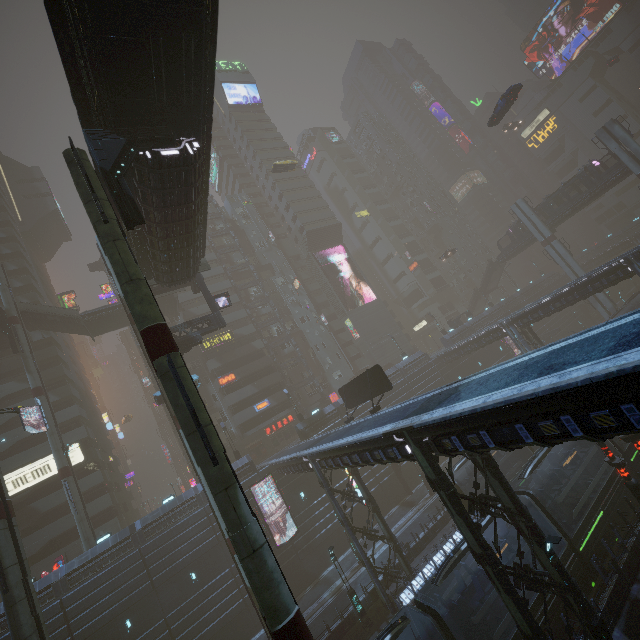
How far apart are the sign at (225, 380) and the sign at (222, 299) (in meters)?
20.16

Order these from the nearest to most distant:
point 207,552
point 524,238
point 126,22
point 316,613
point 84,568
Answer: point 126,22
point 316,613
point 84,568
point 207,552
point 524,238

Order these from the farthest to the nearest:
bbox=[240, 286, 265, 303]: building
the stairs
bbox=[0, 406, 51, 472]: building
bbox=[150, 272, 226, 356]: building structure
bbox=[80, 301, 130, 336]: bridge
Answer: bbox=[240, 286, 265, 303]: building → bbox=[80, 301, 130, 336]: bridge → the stairs → bbox=[0, 406, 51, 472]: building → bbox=[150, 272, 226, 356]: building structure

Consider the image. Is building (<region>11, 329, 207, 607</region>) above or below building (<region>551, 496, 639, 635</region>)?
above

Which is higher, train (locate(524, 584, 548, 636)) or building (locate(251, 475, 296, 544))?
building (locate(251, 475, 296, 544))

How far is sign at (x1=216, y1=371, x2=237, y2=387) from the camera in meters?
47.1 m

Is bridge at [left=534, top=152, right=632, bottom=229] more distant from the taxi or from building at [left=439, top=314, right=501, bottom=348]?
the taxi

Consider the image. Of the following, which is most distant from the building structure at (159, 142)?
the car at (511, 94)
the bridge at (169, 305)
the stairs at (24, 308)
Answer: the car at (511, 94)
